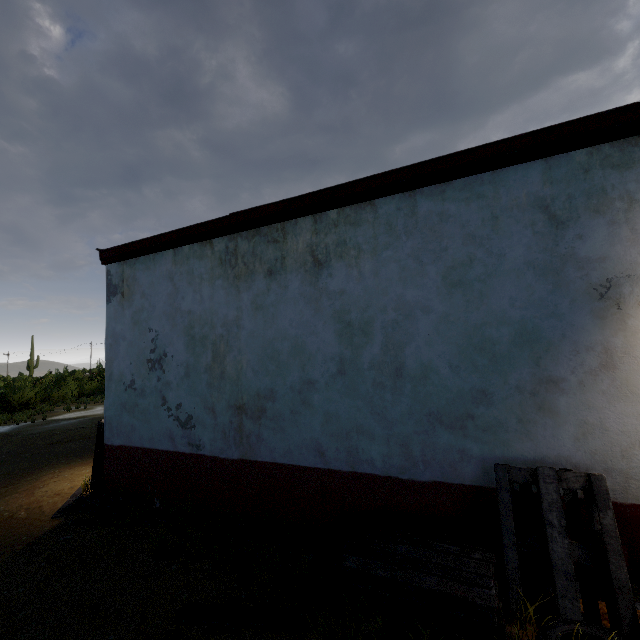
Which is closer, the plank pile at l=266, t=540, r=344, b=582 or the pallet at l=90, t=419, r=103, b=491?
the plank pile at l=266, t=540, r=344, b=582

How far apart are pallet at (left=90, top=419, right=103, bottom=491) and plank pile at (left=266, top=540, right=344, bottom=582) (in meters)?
2.92

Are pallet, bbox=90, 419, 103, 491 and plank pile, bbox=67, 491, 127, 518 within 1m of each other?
yes

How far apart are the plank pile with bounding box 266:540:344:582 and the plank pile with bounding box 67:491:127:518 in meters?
1.3 m

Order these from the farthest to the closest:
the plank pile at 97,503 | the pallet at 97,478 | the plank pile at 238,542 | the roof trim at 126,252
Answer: the pallet at 97,478 → the plank pile at 97,503 → the plank pile at 238,542 → the roof trim at 126,252

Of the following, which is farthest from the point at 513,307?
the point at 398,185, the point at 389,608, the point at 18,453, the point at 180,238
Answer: the point at 18,453

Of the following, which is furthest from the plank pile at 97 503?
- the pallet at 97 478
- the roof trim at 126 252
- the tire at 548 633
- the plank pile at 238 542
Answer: the tire at 548 633
